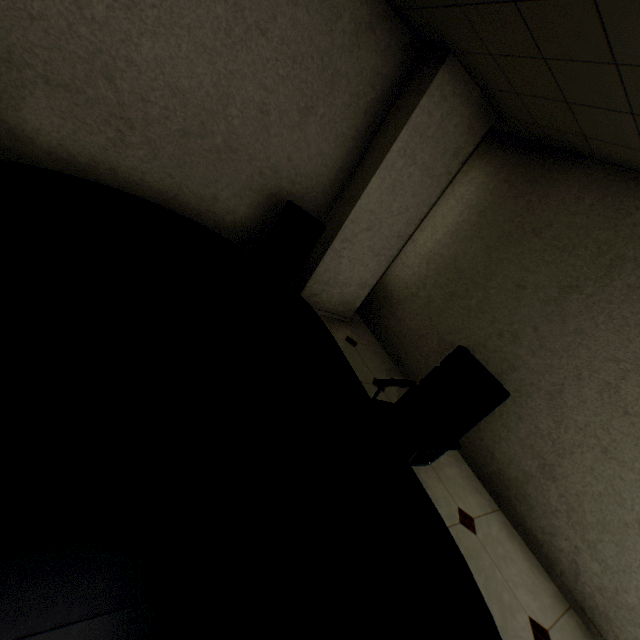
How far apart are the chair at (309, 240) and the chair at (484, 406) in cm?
126

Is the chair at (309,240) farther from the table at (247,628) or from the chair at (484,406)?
the chair at (484,406)

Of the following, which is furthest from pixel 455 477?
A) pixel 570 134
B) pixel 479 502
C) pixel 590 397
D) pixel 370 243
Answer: pixel 570 134

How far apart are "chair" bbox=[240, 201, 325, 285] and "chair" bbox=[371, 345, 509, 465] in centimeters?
126cm

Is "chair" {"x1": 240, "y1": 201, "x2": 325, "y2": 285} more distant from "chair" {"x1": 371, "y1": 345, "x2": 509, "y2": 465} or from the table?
"chair" {"x1": 371, "y1": 345, "x2": 509, "y2": 465}

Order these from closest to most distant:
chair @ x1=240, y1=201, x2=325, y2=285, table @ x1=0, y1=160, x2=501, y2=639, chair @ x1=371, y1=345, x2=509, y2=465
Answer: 1. table @ x1=0, y1=160, x2=501, y2=639
2. chair @ x1=371, y1=345, x2=509, y2=465
3. chair @ x1=240, y1=201, x2=325, y2=285

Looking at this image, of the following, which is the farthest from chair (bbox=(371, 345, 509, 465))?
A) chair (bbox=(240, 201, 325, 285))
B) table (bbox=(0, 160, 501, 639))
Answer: chair (bbox=(240, 201, 325, 285))
